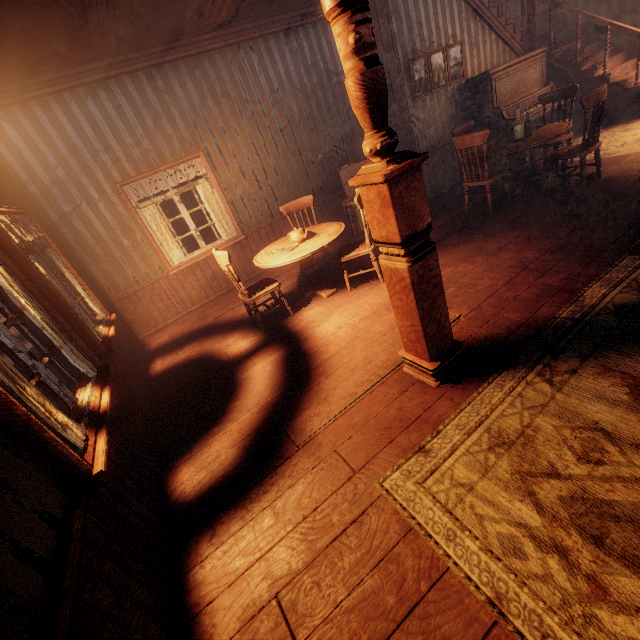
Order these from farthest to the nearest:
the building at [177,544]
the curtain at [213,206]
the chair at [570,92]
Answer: the curtain at [213,206]
the chair at [570,92]
the building at [177,544]

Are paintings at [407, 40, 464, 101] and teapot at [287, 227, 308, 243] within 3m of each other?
no

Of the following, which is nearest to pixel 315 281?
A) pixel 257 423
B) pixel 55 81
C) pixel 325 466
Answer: pixel 257 423

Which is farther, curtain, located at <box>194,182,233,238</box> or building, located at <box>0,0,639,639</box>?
curtain, located at <box>194,182,233,238</box>

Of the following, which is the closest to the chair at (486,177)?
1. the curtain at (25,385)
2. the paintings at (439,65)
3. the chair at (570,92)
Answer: the chair at (570,92)

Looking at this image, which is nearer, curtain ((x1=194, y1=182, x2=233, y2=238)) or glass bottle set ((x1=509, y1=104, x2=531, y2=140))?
glass bottle set ((x1=509, y1=104, x2=531, y2=140))

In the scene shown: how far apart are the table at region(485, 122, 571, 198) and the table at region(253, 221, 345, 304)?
2.94m

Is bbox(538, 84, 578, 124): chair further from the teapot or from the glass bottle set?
the teapot
